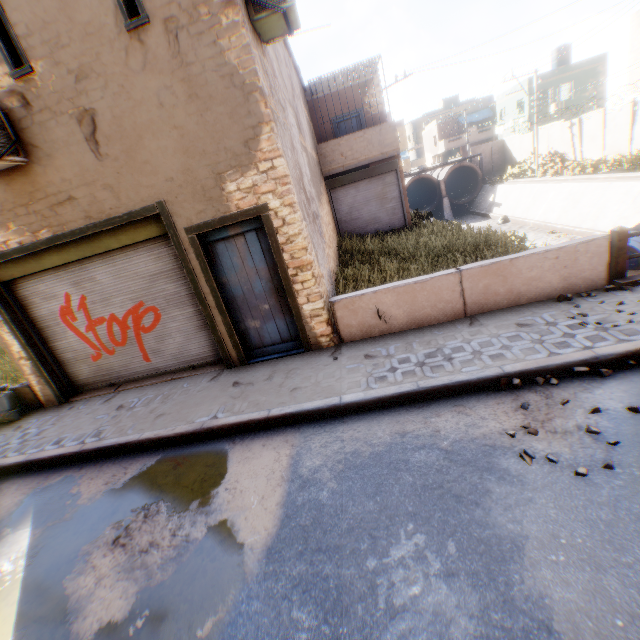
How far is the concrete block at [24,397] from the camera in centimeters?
731cm

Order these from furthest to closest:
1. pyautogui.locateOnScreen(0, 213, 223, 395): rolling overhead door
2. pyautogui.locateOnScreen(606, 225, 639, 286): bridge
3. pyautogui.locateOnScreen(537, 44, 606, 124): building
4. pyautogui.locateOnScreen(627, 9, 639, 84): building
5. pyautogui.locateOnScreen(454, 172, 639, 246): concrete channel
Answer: pyautogui.locateOnScreen(537, 44, 606, 124): building → pyautogui.locateOnScreen(627, 9, 639, 84): building → pyautogui.locateOnScreen(454, 172, 639, 246): concrete channel → pyautogui.locateOnScreen(0, 213, 223, 395): rolling overhead door → pyautogui.locateOnScreen(606, 225, 639, 286): bridge

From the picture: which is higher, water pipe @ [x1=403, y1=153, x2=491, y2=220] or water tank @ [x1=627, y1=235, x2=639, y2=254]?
water pipe @ [x1=403, y1=153, x2=491, y2=220]

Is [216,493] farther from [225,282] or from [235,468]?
[225,282]

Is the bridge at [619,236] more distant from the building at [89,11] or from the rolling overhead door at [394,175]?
the building at [89,11]

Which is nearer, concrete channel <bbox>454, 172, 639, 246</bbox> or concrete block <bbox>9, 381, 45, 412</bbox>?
concrete block <bbox>9, 381, 45, 412</bbox>

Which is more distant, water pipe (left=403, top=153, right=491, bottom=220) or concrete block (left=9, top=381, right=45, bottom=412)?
water pipe (left=403, top=153, right=491, bottom=220)

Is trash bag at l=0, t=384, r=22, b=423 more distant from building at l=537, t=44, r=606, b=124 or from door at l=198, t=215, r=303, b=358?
door at l=198, t=215, r=303, b=358
